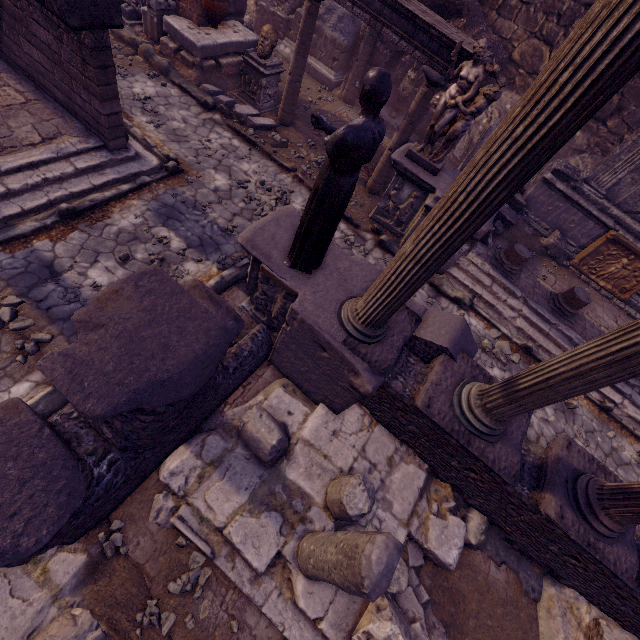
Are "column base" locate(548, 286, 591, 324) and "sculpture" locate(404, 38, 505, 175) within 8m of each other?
yes

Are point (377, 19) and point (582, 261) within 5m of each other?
no

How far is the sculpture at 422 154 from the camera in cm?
566

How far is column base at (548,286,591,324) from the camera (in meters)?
7.81

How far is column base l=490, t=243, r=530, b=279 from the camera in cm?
793

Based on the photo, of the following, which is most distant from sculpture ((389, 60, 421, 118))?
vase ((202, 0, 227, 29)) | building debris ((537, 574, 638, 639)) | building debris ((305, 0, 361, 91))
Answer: building debris ((537, 574, 638, 639))

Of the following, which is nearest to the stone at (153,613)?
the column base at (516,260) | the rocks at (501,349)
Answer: the rocks at (501,349)

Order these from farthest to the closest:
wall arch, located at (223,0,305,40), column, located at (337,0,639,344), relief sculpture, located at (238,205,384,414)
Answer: wall arch, located at (223,0,305,40)
relief sculpture, located at (238,205,384,414)
column, located at (337,0,639,344)
